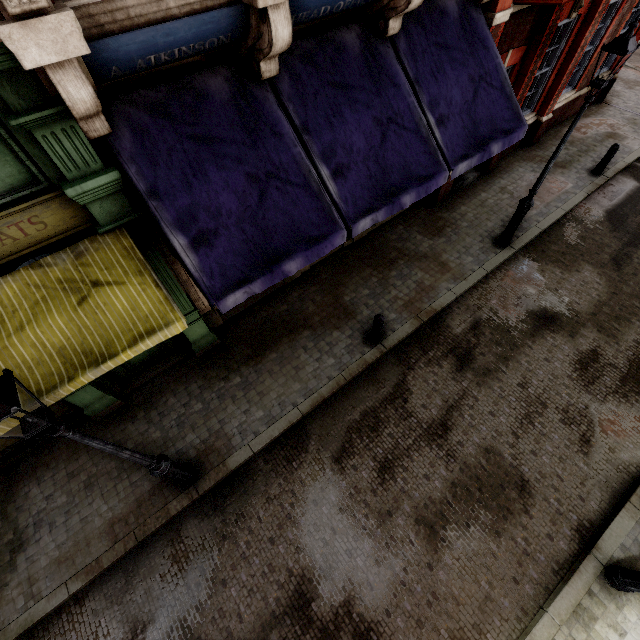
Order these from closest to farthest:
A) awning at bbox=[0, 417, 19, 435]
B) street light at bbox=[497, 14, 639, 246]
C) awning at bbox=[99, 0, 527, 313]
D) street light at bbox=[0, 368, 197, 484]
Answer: street light at bbox=[0, 368, 197, 484]
awning at bbox=[0, 417, 19, 435]
awning at bbox=[99, 0, 527, 313]
street light at bbox=[497, 14, 639, 246]

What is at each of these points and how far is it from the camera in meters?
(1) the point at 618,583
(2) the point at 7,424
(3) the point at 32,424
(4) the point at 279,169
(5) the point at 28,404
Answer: (1) street light, 5.1
(2) awning, 3.7
(3) street light, 3.1
(4) awning, 4.9
(5) awning, 3.8

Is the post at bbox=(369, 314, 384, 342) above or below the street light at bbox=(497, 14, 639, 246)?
below

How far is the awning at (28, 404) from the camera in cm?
378

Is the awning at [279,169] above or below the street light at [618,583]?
above

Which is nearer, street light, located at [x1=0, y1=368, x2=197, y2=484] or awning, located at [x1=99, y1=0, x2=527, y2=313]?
street light, located at [x1=0, y1=368, x2=197, y2=484]

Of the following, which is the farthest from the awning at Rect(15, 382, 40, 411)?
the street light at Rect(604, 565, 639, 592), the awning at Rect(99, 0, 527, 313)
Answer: the street light at Rect(604, 565, 639, 592)

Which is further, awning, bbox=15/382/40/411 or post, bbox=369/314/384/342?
post, bbox=369/314/384/342
